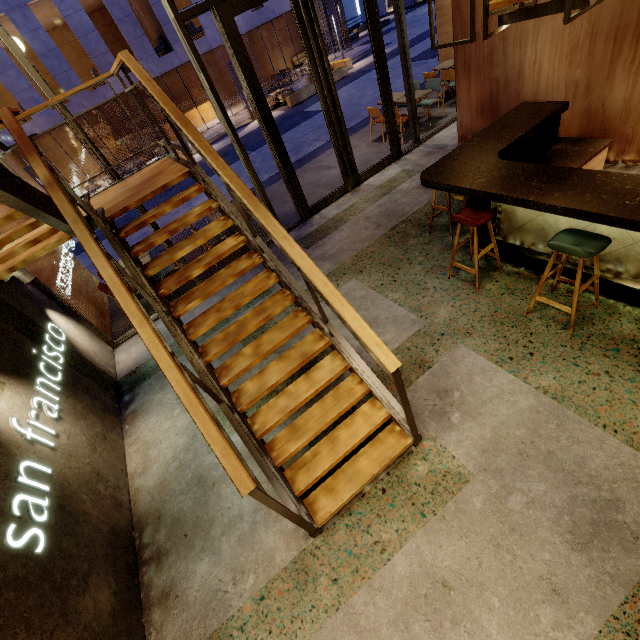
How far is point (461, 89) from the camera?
6.0 meters

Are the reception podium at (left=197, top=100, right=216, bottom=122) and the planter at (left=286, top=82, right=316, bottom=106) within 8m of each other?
no

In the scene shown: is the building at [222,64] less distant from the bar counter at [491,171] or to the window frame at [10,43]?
the window frame at [10,43]

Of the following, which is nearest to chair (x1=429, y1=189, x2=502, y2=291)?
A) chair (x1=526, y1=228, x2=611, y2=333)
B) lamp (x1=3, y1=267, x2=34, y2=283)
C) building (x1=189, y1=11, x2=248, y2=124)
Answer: chair (x1=526, y1=228, x2=611, y2=333)

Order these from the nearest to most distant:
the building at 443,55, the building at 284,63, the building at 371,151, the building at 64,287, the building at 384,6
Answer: the building at 64,287 → the building at 371,151 → the building at 443,55 → the building at 284,63 → the building at 384,6

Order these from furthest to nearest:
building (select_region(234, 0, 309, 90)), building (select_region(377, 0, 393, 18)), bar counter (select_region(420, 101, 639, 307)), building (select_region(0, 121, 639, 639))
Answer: building (select_region(377, 0, 393, 18))
building (select_region(234, 0, 309, 90))
bar counter (select_region(420, 101, 639, 307))
building (select_region(0, 121, 639, 639))

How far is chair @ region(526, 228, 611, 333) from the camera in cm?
273

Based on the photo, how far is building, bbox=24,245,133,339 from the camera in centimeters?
565cm
